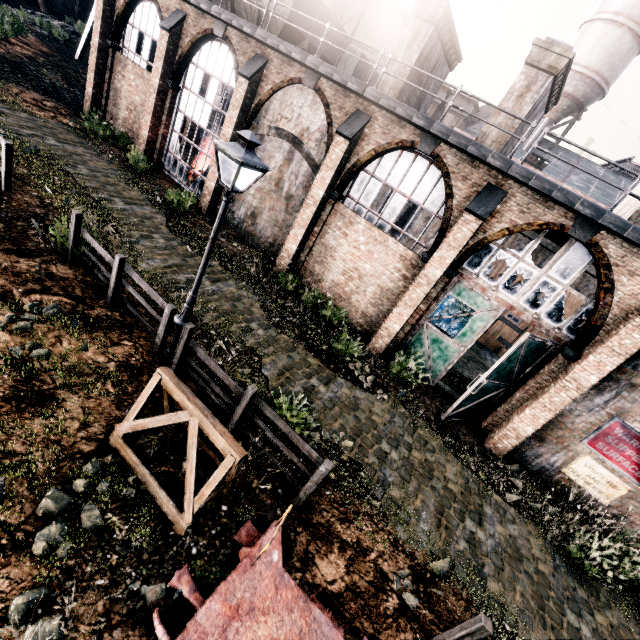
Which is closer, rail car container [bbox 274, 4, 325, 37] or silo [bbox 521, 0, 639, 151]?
rail car container [bbox 274, 4, 325, 37]

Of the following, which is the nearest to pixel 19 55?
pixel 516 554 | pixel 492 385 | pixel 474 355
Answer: pixel 492 385

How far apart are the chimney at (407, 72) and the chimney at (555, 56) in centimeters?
381cm

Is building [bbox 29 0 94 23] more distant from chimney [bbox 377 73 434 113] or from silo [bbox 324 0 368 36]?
chimney [bbox 377 73 434 113]

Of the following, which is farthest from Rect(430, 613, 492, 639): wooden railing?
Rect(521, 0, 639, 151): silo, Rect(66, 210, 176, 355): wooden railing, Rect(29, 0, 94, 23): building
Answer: Rect(521, 0, 639, 151): silo

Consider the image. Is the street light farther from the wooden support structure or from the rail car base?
the rail car base

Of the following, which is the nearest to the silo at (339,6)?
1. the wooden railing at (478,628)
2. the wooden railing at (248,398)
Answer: the wooden railing at (248,398)

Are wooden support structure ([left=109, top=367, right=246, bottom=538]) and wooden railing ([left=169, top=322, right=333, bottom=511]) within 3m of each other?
yes
